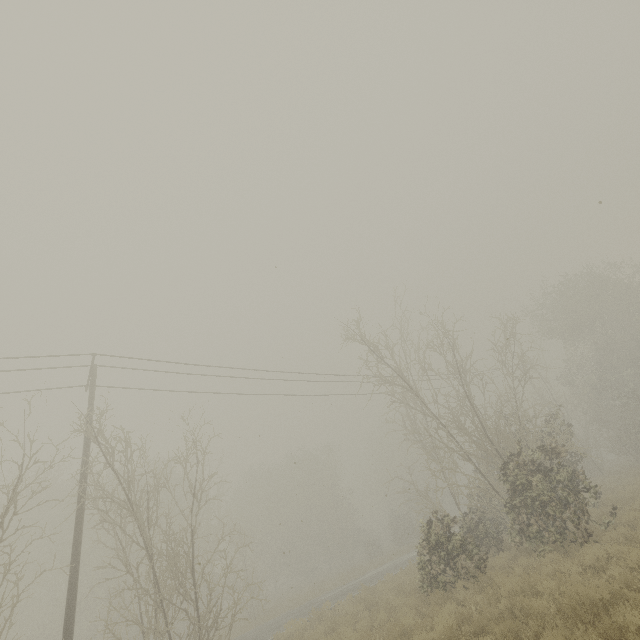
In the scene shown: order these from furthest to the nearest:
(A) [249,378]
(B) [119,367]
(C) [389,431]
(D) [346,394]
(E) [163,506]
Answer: (E) [163,506], (D) [346,394], (C) [389,431], (A) [249,378], (B) [119,367]
